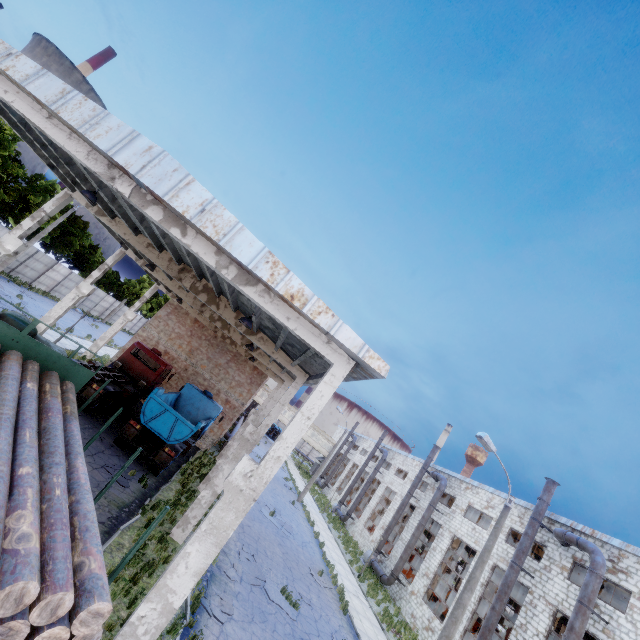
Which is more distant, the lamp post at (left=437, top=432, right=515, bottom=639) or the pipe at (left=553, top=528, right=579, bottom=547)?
the pipe at (left=553, top=528, right=579, bottom=547)

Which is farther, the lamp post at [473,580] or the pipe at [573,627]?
the pipe at [573,627]

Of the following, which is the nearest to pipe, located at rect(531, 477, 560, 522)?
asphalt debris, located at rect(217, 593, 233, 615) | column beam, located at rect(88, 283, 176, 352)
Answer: asphalt debris, located at rect(217, 593, 233, 615)

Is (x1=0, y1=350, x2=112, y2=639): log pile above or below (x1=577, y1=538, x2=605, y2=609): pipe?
below

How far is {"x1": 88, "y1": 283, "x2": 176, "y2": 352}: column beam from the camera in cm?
2473

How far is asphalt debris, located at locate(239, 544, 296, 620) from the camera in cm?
1311

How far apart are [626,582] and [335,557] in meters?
17.6 m

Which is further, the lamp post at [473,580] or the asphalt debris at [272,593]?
the asphalt debris at [272,593]
